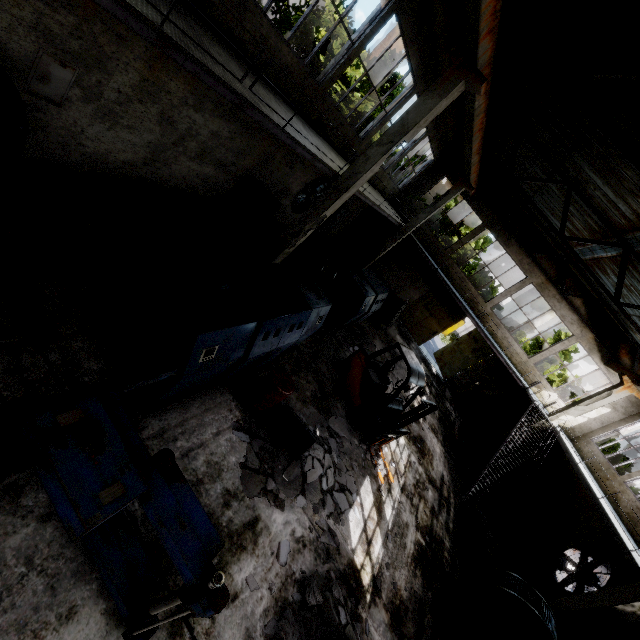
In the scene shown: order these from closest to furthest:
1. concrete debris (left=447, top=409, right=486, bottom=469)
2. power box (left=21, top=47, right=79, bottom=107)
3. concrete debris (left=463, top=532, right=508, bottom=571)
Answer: power box (left=21, top=47, right=79, bottom=107), concrete debris (left=463, top=532, right=508, bottom=571), concrete debris (left=447, top=409, right=486, bottom=469)

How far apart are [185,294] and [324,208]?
5.5 meters

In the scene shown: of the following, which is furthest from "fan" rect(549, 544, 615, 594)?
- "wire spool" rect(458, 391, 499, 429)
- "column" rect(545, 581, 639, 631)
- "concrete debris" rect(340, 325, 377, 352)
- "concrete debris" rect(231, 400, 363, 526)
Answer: "concrete debris" rect(340, 325, 377, 352)

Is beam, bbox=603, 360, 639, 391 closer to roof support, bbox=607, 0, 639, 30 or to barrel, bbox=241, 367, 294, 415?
roof support, bbox=607, 0, 639, 30

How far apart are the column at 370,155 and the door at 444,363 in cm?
1577

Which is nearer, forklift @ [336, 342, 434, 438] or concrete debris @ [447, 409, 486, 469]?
forklift @ [336, 342, 434, 438]

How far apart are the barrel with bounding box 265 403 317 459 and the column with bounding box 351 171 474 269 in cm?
1318

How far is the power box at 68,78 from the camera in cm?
523
